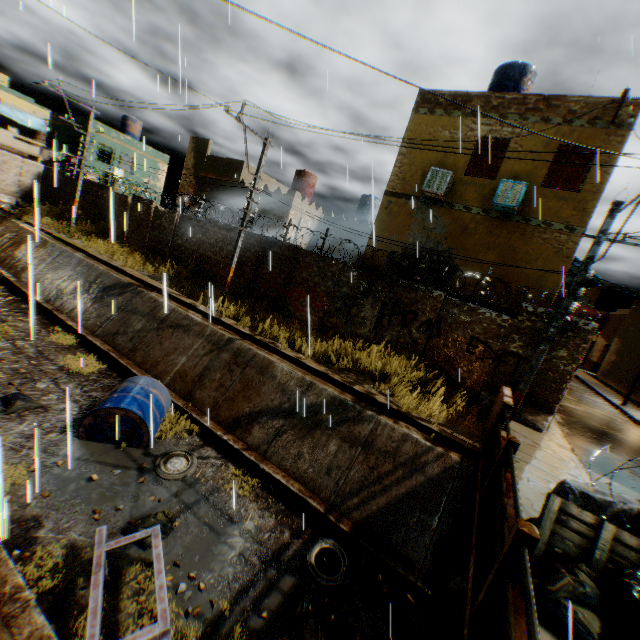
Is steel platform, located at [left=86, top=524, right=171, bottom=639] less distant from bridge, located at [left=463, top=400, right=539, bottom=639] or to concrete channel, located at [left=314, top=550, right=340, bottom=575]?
concrete channel, located at [left=314, top=550, right=340, bottom=575]

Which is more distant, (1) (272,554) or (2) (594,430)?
(2) (594,430)

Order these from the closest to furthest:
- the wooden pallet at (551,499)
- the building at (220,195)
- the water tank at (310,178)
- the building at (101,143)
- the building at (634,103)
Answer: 1. the wooden pallet at (551,499)
2. the building at (634,103)
3. the building at (220,195)
4. the water tank at (310,178)
5. the building at (101,143)

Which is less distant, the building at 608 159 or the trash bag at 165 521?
the trash bag at 165 521

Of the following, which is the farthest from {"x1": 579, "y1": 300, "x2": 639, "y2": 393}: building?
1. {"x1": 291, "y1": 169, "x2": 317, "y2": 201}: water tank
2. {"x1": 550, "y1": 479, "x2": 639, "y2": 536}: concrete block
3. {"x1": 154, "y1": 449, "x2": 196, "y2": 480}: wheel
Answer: {"x1": 154, "y1": 449, "x2": 196, "y2": 480}: wheel

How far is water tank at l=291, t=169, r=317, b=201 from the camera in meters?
22.1 m

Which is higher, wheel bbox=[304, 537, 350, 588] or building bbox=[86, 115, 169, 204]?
building bbox=[86, 115, 169, 204]
